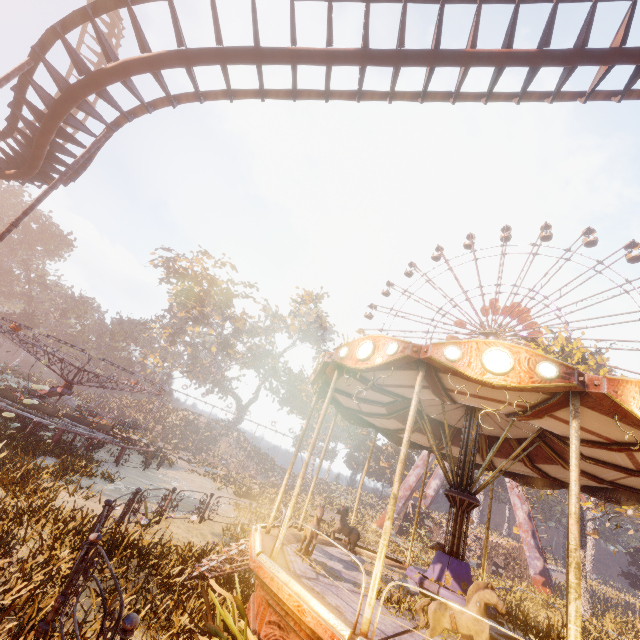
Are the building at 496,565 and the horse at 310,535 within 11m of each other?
no

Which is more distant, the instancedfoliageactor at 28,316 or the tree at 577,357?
the instancedfoliageactor at 28,316

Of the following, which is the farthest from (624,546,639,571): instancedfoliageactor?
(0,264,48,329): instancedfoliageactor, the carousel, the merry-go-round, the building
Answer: (0,264,48,329): instancedfoliageactor

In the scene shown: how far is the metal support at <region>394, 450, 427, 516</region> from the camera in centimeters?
3588cm

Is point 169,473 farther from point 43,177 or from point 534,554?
point 534,554

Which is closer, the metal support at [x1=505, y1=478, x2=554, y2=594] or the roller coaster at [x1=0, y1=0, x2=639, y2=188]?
the roller coaster at [x1=0, y1=0, x2=639, y2=188]

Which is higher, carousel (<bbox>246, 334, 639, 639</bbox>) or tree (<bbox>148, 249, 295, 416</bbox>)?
tree (<bbox>148, 249, 295, 416</bbox>)

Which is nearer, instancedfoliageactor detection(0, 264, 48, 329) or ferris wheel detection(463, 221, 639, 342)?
ferris wheel detection(463, 221, 639, 342)
